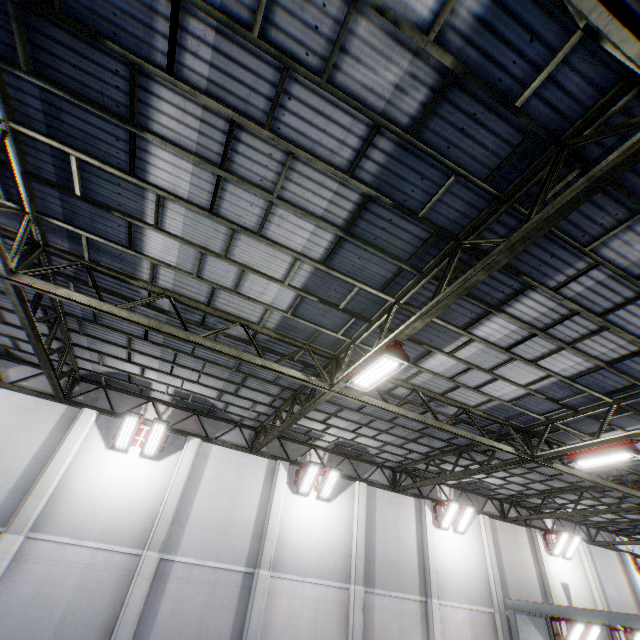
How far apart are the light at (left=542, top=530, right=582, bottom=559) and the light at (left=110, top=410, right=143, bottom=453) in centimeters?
2261cm

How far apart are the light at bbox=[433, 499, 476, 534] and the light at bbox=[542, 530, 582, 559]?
7.22m

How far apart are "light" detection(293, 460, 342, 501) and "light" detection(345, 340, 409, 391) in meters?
7.7

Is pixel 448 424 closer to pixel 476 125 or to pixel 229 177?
pixel 476 125

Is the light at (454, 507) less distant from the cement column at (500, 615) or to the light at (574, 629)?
the cement column at (500, 615)

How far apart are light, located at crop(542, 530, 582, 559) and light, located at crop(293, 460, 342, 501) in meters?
15.1

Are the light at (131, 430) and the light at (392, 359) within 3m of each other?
no

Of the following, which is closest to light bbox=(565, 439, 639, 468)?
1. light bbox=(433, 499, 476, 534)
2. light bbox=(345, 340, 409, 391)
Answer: light bbox=(345, 340, 409, 391)
